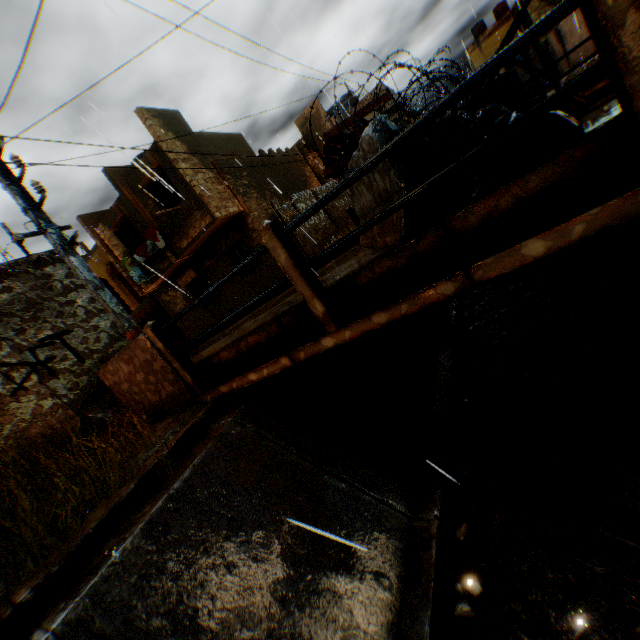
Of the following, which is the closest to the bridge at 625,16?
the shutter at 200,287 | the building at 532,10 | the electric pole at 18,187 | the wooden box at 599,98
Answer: the electric pole at 18,187

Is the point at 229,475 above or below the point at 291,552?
above

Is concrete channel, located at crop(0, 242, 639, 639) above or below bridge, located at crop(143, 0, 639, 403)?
below

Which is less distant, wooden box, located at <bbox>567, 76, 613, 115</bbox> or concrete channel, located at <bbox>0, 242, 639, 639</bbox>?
concrete channel, located at <bbox>0, 242, 639, 639</bbox>

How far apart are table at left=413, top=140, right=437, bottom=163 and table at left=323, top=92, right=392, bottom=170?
0.3m

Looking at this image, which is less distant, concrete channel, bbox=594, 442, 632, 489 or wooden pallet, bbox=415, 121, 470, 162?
wooden pallet, bbox=415, 121, 470, 162

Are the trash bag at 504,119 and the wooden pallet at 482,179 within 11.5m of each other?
yes

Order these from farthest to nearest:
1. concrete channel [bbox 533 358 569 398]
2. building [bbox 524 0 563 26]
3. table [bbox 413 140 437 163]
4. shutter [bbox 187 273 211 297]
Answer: building [bbox 524 0 563 26] → shutter [bbox 187 273 211 297] → concrete channel [bbox 533 358 569 398] → table [bbox 413 140 437 163]
